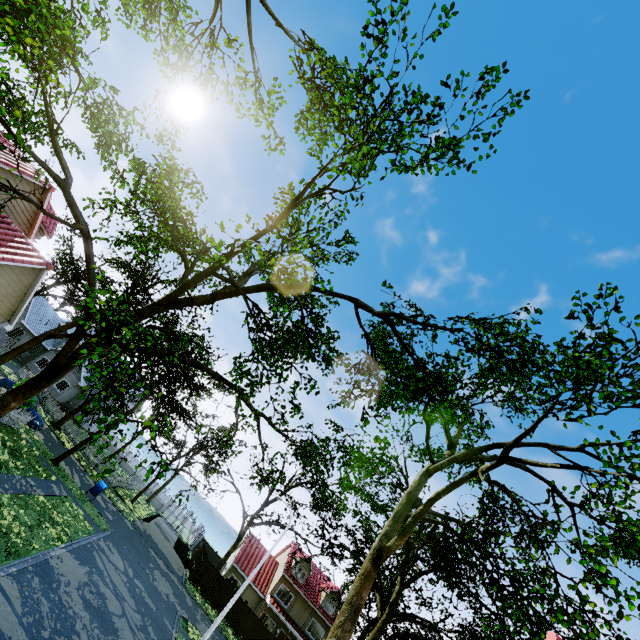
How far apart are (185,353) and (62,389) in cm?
4306

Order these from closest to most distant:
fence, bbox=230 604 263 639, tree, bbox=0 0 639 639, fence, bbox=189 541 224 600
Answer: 1. tree, bbox=0 0 639 639
2. fence, bbox=230 604 263 639
3. fence, bbox=189 541 224 600

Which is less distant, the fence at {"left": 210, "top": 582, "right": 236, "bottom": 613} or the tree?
the tree

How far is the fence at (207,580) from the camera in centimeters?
3088cm

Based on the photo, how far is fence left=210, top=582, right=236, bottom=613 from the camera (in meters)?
30.62

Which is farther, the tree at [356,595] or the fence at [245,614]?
the fence at [245,614]
